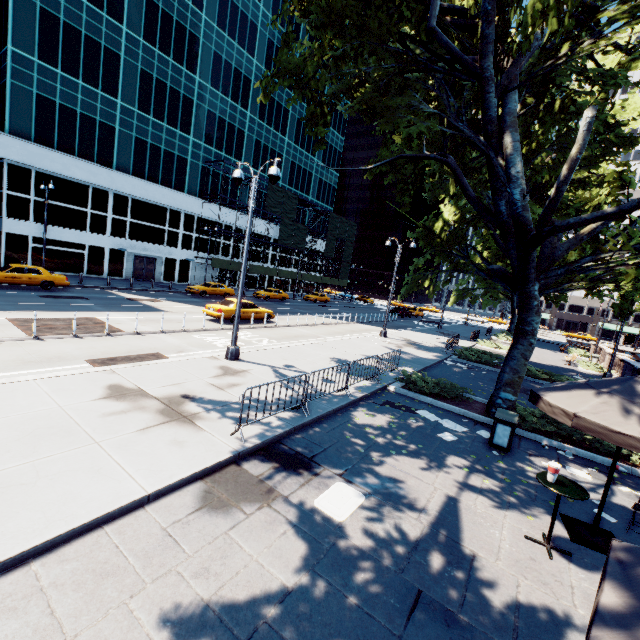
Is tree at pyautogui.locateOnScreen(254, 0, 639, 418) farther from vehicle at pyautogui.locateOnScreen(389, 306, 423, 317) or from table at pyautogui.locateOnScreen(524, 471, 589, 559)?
vehicle at pyautogui.locateOnScreen(389, 306, 423, 317)

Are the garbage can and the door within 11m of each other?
no

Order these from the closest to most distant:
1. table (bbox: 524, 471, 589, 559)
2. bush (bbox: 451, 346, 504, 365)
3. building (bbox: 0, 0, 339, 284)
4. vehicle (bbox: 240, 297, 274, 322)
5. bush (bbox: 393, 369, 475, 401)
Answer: table (bbox: 524, 471, 589, 559) → bush (bbox: 393, 369, 475, 401) → bush (bbox: 451, 346, 504, 365) → vehicle (bbox: 240, 297, 274, 322) → building (bbox: 0, 0, 339, 284)

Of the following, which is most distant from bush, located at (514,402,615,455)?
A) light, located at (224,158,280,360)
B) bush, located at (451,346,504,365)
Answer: light, located at (224,158,280,360)

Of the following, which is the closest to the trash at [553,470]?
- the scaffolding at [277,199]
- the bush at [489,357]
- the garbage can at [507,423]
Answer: the garbage can at [507,423]

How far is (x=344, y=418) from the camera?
9.08m

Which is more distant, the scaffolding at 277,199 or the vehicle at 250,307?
the scaffolding at 277,199

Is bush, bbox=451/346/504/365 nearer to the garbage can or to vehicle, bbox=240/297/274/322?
the garbage can
